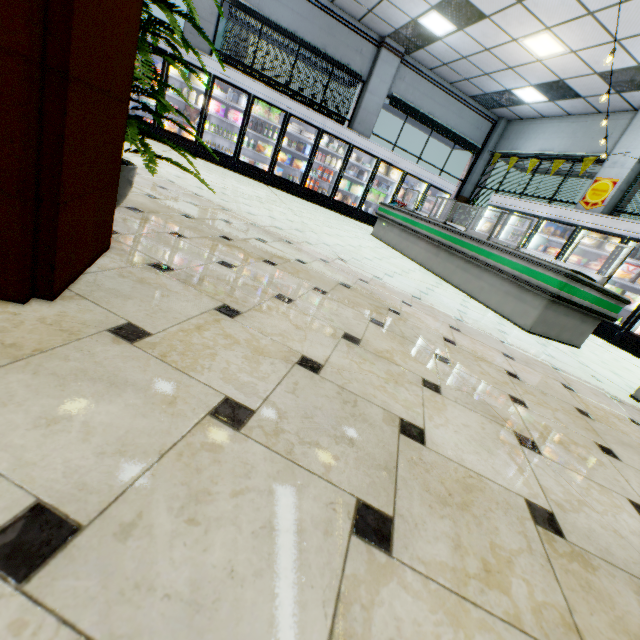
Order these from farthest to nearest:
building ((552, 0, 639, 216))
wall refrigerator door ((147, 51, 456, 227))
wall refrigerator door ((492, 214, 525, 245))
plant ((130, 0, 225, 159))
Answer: wall refrigerator door ((492, 214, 525, 245)) → wall refrigerator door ((147, 51, 456, 227)) → building ((552, 0, 639, 216)) → plant ((130, 0, 225, 159))

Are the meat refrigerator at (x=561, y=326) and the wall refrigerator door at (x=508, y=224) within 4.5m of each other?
yes

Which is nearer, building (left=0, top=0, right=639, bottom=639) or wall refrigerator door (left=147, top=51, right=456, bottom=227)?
building (left=0, top=0, right=639, bottom=639)

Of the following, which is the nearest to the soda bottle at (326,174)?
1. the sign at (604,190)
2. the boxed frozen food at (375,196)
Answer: the boxed frozen food at (375,196)

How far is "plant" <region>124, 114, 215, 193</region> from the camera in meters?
1.6

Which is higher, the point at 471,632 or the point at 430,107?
the point at 430,107

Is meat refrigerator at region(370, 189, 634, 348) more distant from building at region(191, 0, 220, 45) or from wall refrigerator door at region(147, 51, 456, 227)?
wall refrigerator door at region(147, 51, 456, 227)

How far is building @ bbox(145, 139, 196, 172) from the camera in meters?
6.0 m
